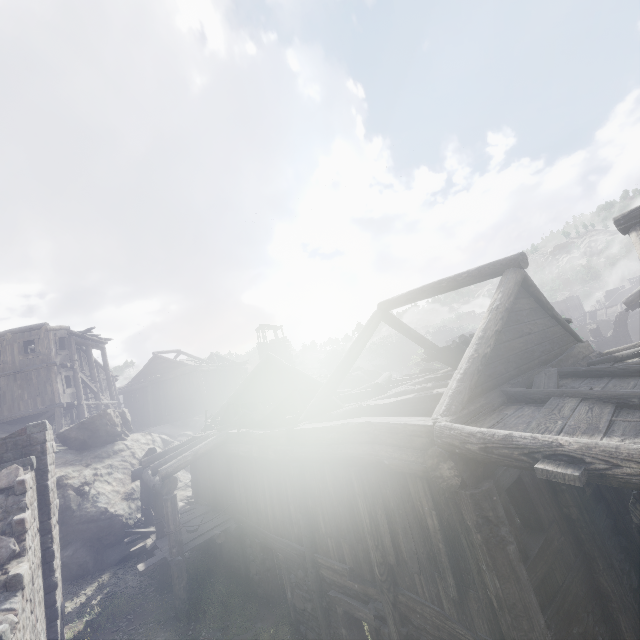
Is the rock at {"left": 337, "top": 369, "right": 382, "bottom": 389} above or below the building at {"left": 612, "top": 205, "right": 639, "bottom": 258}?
below

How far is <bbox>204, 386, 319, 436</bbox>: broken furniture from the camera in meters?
9.9 m

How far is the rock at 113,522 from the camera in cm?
1391

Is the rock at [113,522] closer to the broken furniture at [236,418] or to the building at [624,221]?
the building at [624,221]

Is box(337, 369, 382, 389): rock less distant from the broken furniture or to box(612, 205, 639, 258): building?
box(612, 205, 639, 258): building

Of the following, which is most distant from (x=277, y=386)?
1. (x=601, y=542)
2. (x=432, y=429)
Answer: (x=601, y=542)

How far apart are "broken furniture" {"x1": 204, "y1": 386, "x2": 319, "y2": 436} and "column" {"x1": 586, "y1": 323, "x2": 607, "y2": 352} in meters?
34.5

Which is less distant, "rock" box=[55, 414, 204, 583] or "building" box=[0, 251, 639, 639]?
"building" box=[0, 251, 639, 639]
